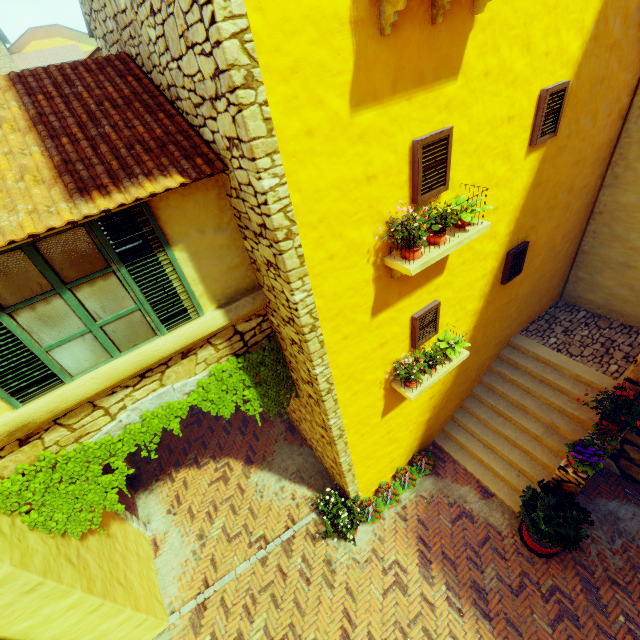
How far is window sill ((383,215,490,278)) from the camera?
3.8 meters

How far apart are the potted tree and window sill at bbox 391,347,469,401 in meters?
2.7

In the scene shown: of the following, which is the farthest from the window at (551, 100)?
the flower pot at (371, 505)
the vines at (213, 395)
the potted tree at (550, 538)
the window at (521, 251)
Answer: the potted tree at (550, 538)

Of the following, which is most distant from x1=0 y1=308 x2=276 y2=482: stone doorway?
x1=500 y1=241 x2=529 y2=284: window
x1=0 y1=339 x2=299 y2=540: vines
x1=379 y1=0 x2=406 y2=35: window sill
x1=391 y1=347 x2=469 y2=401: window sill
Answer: x1=500 y1=241 x2=529 y2=284: window

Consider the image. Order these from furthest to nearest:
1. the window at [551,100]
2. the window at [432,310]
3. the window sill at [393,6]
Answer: the window at [432,310] < the window at [551,100] < the window sill at [393,6]

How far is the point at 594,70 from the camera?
4.93m

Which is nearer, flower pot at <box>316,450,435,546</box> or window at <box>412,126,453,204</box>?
window at <box>412,126,453,204</box>

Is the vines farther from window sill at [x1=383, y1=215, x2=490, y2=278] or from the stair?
the stair
